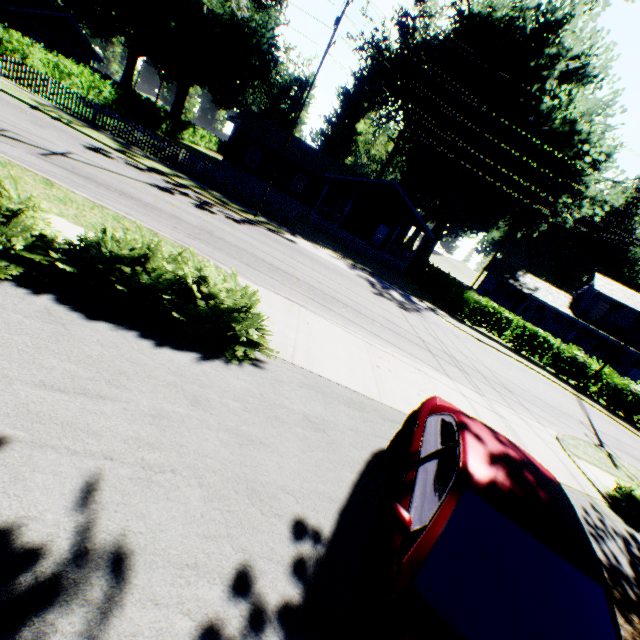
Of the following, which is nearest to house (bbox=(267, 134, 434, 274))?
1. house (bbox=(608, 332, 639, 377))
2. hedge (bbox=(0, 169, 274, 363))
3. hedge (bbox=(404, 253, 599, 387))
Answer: hedge (bbox=(404, 253, 599, 387))

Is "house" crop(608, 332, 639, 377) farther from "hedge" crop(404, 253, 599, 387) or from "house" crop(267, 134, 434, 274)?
"house" crop(267, 134, 434, 274)

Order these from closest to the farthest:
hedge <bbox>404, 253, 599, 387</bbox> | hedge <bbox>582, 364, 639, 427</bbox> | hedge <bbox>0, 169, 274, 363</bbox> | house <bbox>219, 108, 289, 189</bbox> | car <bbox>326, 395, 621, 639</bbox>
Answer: car <bbox>326, 395, 621, 639</bbox> → hedge <bbox>0, 169, 274, 363</bbox> → hedge <bbox>582, 364, 639, 427</bbox> → hedge <bbox>404, 253, 599, 387</bbox> → house <bbox>219, 108, 289, 189</bbox>

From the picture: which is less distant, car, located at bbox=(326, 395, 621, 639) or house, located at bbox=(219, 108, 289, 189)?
car, located at bbox=(326, 395, 621, 639)

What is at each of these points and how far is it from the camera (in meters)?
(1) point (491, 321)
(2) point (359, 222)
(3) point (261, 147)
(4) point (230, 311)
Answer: (1) hedge, 23.48
(2) house, 33.84
(3) house, 31.06
(4) hedge, 5.48

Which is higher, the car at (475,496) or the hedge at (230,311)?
the car at (475,496)

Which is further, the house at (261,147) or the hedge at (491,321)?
the house at (261,147)
